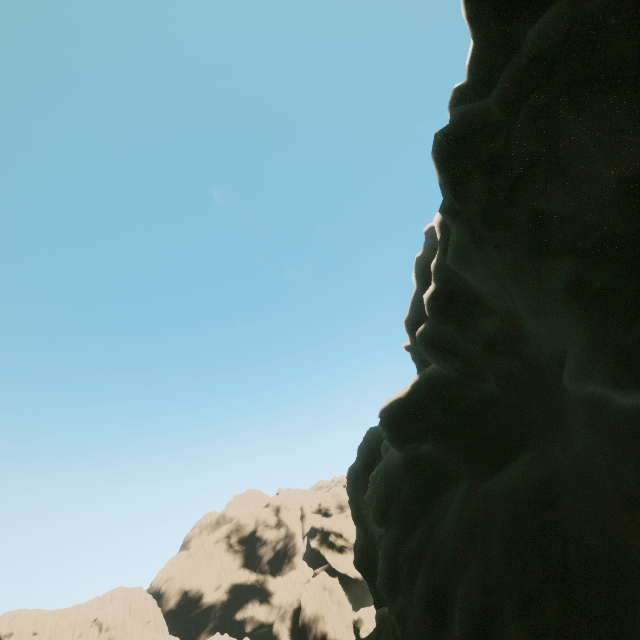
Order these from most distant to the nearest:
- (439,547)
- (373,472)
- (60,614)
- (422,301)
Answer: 1. (60,614)
2. (422,301)
3. (373,472)
4. (439,547)

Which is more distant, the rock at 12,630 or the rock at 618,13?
the rock at 12,630

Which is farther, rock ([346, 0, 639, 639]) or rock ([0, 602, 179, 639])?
rock ([0, 602, 179, 639])
